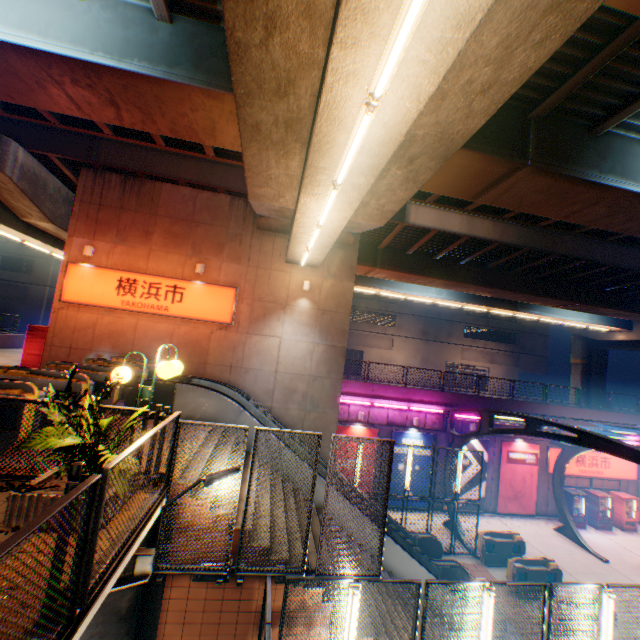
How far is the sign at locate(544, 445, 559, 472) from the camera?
20.3m

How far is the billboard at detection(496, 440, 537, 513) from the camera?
19.83m

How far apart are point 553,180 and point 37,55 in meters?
12.1

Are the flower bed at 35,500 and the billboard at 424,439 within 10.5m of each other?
no

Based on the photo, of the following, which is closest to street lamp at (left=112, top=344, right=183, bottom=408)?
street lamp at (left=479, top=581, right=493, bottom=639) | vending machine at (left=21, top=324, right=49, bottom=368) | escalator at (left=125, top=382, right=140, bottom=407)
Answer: escalator at (left=125, top=382, right=140, bottom=407)

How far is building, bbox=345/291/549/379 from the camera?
41.03m

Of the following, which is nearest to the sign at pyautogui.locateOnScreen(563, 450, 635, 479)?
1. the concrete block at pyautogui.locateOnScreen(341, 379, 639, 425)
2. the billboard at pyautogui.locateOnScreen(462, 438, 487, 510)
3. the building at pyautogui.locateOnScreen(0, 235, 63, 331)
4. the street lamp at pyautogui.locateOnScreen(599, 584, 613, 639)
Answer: the concrete block at pyautogui.locateOnScreen(341, 379, 639, 425)

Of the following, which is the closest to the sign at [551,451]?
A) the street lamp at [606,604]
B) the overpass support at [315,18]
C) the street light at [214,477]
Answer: the overpass support at [315,18]
